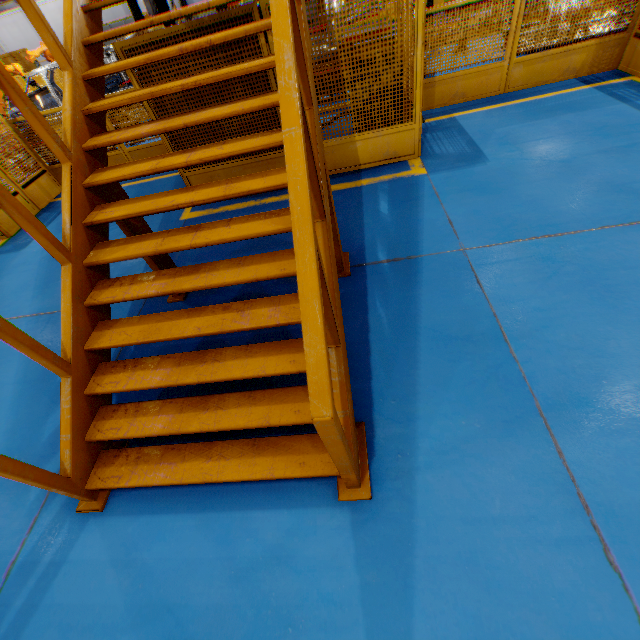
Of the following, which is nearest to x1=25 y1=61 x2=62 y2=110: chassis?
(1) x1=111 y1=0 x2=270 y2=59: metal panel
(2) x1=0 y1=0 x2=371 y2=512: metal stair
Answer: (1) x1=111 y1=0 x2=270 y2=59: metal panel

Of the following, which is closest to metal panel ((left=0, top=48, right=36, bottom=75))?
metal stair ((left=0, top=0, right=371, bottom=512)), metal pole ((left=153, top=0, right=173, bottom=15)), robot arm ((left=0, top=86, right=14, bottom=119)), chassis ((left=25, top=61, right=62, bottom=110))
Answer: metal pole ((left=153, top=0, right=173, bottom=15))

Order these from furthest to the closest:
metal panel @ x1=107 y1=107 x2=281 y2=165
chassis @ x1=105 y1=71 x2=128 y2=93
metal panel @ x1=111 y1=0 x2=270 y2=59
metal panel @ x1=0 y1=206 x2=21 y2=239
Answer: chassis @ x1=105 y1=71 x2=128 y2=93 → metal panel @ x1=0 y1=206 x2=21 y2=239 → metal panel @ x1=107 y1=107 x2=281 y2=165 → metal panel @ x1=111 y1=0 x2=270 y2=59

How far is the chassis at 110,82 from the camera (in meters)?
9.83

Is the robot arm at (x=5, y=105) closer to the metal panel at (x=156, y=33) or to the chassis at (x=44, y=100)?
the chassis at (x=44, y=100)

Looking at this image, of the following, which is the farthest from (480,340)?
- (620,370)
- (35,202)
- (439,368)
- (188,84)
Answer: (35,202)

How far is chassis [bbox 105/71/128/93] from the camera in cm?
983

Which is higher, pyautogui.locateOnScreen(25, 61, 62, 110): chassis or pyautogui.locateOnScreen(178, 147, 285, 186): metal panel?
pyautogui.locateOnScreen(25, 61, 62, 110): chassis
